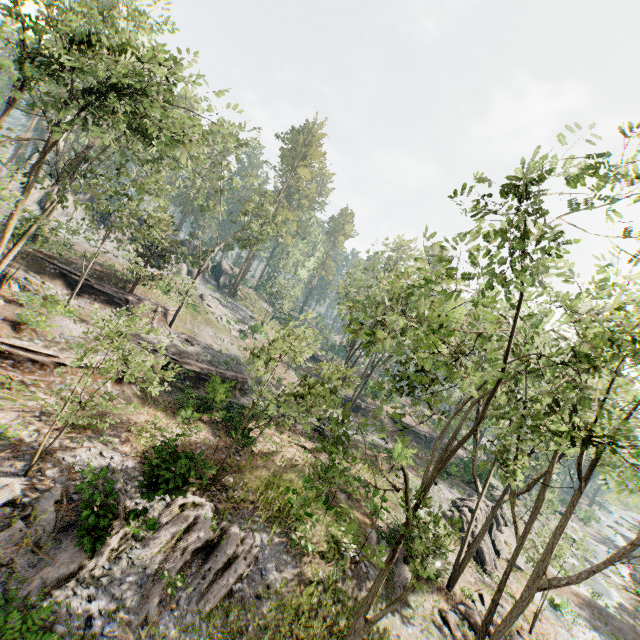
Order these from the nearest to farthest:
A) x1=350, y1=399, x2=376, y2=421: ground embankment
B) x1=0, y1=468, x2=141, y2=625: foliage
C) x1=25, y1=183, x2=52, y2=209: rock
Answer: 1. x1=0, y1=468, x2=141, y2=625: foliage
2. x1=25, y1=183, x2=52, y2=209: rock
3. x1=350, y1=399, x2=376, y2=421: ground embankment

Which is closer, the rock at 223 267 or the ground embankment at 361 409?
the ground embankment at 361 409

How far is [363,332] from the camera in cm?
815

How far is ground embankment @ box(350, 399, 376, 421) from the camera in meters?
43.8

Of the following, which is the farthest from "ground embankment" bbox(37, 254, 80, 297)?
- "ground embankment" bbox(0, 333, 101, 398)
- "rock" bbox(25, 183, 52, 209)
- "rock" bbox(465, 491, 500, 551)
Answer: "rock" bbox(465, 491, 500, 551)

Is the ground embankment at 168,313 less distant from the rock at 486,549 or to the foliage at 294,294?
the foliage at 294,294

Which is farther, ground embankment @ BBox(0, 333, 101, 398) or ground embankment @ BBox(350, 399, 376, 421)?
ground embankment @ BBox(350, 399, 376, 421)

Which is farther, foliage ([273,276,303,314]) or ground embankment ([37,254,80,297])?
foliage ([273,276,303,314])
